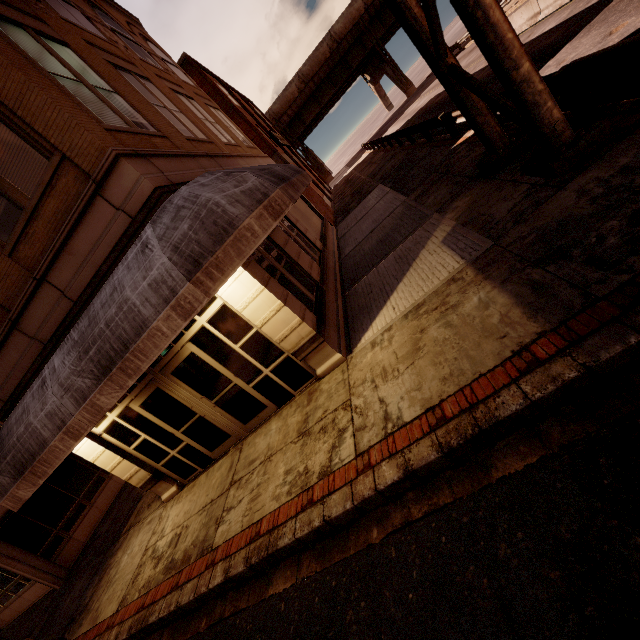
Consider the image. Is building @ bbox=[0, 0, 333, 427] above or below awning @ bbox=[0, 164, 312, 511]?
above

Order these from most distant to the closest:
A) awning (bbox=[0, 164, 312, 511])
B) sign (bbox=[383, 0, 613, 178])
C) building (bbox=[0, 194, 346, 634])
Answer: building (bbox=[0, 194, 346, 634]), sign (bbox=[383, 0, 613, 178]), awning (bbox=[0, 164, 312, 511])

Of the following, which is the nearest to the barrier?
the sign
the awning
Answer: the sign

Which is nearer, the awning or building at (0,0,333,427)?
the awning

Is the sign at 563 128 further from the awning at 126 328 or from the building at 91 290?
the building at 91 290

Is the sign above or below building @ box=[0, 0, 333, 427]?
below

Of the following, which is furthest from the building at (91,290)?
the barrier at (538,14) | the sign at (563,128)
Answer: the barrier at (538,14)

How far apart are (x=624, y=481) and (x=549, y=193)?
4.7 meters
